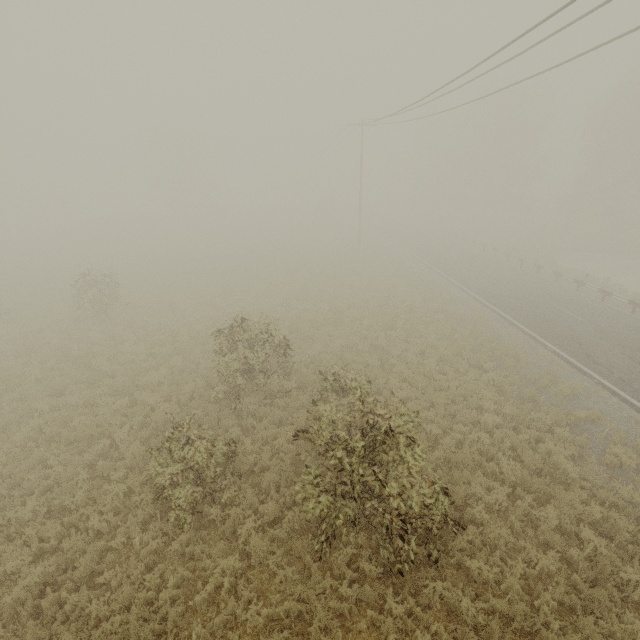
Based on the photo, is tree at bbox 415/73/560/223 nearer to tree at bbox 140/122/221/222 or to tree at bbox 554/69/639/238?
tree at bbox 554/69/639/238

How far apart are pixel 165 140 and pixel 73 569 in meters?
58.3 m

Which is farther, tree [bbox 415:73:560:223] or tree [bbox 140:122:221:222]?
tree [bbox 140:122:221:222]

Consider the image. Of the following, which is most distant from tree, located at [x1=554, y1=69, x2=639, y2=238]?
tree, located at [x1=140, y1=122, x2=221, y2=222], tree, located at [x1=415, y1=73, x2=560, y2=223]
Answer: tree, located at [x1=140, y1=122, x2=221, y2=222]

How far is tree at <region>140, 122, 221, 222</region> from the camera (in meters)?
50.47

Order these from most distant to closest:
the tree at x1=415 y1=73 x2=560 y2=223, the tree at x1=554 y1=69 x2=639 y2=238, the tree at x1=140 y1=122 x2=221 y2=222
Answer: the tree at x1=140 y1=122 x2=221 y2=222 → the tree at x1=415 y1=73 x2=560 y2=223 → the tree at x1=554 y1=69 x2=639 y2=238

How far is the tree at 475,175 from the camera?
41.8 meters

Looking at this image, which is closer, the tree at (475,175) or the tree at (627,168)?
the tree at (627,168)
